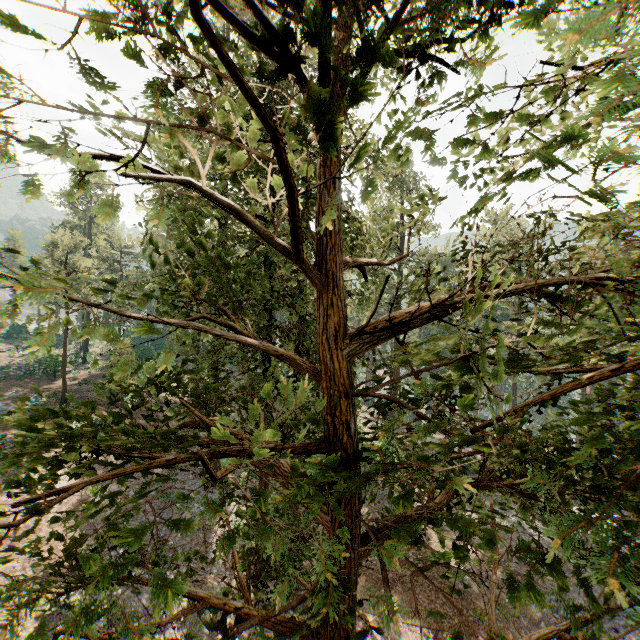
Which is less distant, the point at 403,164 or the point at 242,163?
the point at 242,163
